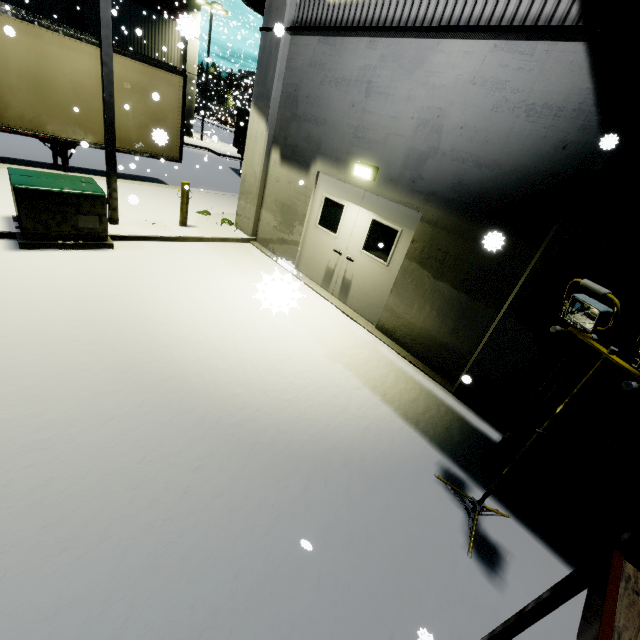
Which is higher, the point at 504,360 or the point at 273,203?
the point at 273,203

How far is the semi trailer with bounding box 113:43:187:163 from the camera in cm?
954

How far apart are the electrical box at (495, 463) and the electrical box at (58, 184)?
7.91m

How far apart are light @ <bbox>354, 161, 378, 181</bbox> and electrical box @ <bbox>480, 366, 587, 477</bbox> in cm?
456

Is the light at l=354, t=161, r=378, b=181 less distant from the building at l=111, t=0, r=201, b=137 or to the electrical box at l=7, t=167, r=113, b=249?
the building at l=111, t=0, r=201, b=137

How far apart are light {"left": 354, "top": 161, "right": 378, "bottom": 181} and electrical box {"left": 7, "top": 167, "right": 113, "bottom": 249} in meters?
5.0

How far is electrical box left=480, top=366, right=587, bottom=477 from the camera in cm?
363

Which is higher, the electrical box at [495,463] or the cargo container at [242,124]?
the cargo container at [242,124]
